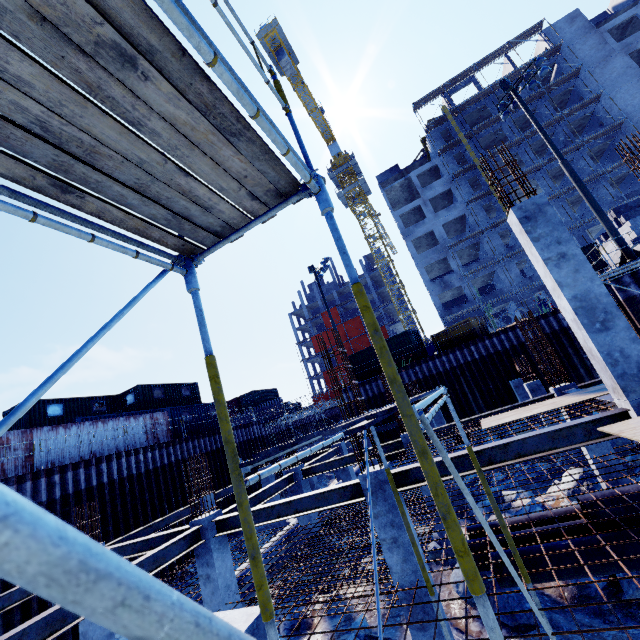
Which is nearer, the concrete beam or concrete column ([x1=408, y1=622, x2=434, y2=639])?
concrete column ([x1=408, y1=622, x2=434, y2=639])

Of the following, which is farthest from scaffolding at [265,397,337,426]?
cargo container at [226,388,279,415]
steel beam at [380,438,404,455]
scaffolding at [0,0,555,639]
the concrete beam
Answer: scaffolding at [0,0,555,639]

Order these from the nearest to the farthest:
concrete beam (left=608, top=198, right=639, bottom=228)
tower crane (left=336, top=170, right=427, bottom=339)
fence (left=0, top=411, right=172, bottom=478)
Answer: fence (left=0, top=411, right=172, bottom=478)
concrete beam (left=608, top=198, right=639, bottom=228)
tower crane (left=336, top=170, right=427, bottom=339)

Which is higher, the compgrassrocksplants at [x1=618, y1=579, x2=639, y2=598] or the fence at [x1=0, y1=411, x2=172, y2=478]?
the fence at [x1=0, y1=411, x2=172, y2=478]

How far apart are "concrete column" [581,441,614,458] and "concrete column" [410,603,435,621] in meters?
6.2

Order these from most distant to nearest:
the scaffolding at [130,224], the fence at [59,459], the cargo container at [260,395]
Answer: the cargo container at [260,395] < the fence at [59,459] < the scaffolding at [130,224]

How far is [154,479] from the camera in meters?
17.7 m

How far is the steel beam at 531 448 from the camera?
5.6m
